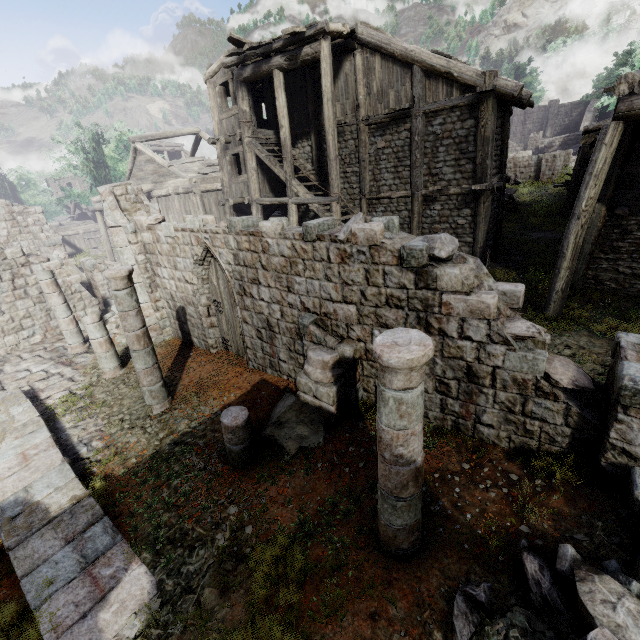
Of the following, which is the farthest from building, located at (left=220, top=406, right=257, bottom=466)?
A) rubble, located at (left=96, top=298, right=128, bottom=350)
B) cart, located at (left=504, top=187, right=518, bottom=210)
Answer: cart, located at (left=504, top=187, right=518, bottom=210)

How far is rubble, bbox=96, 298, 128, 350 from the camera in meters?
13.1 m

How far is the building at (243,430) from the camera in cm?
614

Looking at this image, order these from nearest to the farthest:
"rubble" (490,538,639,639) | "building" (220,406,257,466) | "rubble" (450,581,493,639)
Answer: "rubble" (490,538,639,639) → "rubble" (450,581,493,639) → "building" (220,406,257,466)

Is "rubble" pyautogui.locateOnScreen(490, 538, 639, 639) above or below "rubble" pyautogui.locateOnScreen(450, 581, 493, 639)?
above

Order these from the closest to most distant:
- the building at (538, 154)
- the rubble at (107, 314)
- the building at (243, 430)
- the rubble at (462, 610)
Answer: the rubble at (462, 610) → the building at (538, 154) → the building at (243, 430) → the rubble at (107, 314)

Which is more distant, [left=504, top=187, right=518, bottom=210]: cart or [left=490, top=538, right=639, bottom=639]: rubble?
[left=504, top=187, right=518, bottom=210]: cart

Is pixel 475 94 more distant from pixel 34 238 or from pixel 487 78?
pixel 34 238
